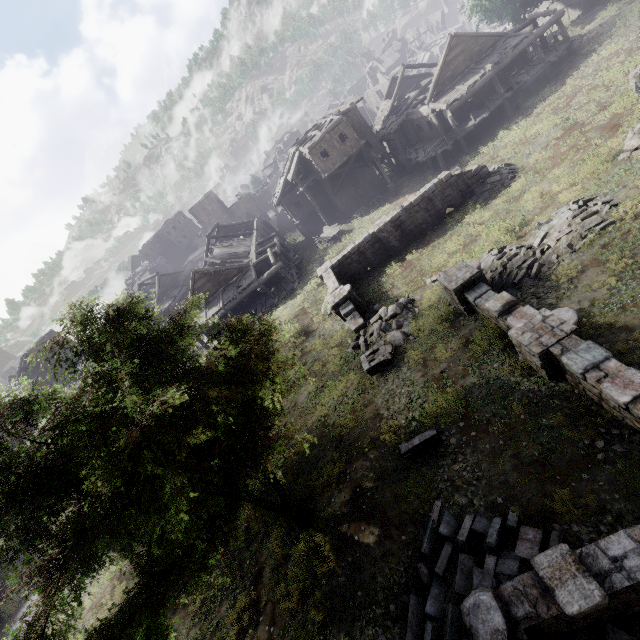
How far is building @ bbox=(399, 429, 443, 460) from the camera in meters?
10.2

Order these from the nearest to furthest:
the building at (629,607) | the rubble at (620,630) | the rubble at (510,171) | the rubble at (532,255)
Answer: the building at (629,607) → the rubble at (620,630) → the rubble at (532,255) → the rubble at (510,171)

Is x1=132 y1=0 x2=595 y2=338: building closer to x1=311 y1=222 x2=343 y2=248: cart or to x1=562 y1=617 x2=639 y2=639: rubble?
x1=311 y1=222 x2=343 y2=248: cart

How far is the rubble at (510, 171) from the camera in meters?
20.5

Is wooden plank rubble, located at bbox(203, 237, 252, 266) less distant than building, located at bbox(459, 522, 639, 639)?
No

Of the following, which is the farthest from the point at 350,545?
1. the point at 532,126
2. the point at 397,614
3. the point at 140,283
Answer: the point at 140,283

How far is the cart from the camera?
32.8 meters

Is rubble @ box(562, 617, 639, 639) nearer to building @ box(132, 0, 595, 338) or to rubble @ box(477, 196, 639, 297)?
rubble @ box(477, 196, 639, 297)
